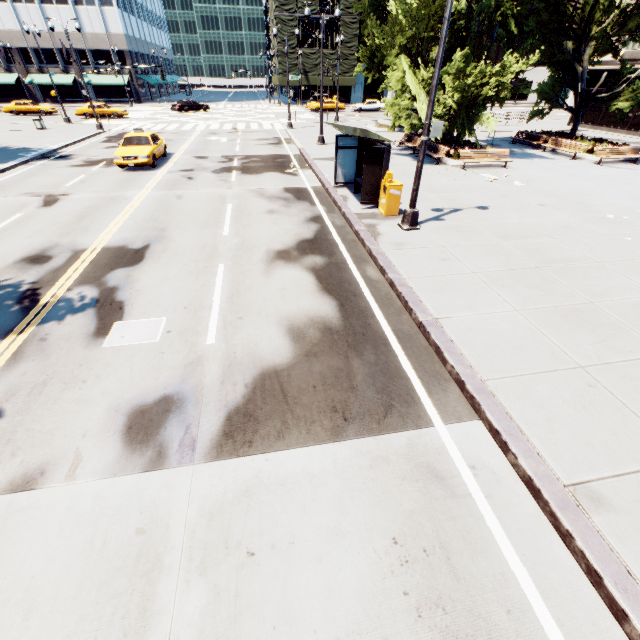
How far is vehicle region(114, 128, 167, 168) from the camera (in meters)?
16.72

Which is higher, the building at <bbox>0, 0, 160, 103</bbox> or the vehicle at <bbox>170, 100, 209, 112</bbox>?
the building at <bbox>0, 0, 160, 103</bbox>

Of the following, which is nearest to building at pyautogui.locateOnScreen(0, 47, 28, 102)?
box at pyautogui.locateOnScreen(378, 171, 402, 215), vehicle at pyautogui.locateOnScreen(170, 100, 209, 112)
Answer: vehicle at pyautogui.locateOnScreen(170, 100, 209, 112)

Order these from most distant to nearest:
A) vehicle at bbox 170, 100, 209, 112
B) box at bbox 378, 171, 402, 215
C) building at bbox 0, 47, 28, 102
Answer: building at bbox 0, 47, 28, 102 < vehicle at bbox 170, 100, 209, 112 < box at bbox 378, 171, 402, 215

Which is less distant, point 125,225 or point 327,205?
point 125,225

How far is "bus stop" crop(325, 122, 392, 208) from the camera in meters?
11.0

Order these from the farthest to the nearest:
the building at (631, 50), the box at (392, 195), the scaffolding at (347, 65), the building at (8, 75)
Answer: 1. the scaffolding at (347, 65)
2. the building at (8, 75)
3. the building at (631, 50)
4. the box at (392, 195)

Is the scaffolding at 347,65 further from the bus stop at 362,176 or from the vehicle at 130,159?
the bus stop at 362,176
